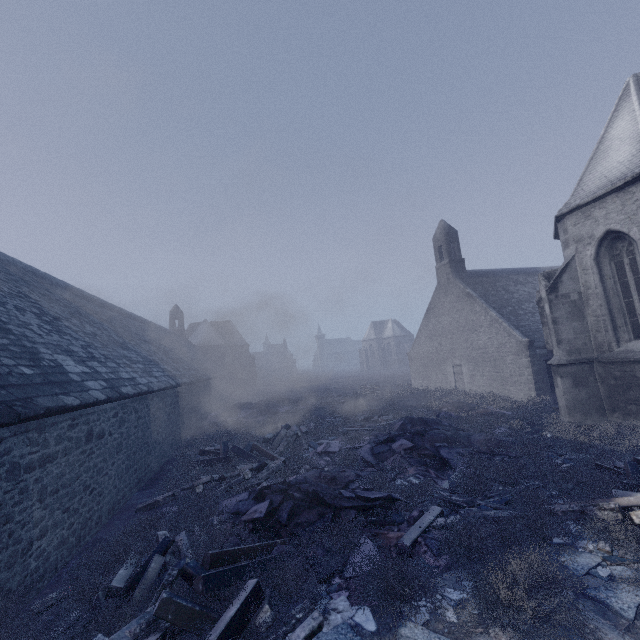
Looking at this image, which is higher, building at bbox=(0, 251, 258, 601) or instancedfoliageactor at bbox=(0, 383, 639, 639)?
A: building at bbox=(0, 251, 258, 601)

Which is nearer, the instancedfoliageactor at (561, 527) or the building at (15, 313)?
the instancedfoliageactor at (561, 527)

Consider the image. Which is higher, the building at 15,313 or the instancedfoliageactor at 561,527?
the building at 15,313

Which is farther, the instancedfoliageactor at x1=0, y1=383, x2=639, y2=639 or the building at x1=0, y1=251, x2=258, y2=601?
the building at x1=0, y1=251, x2=258, y2=601

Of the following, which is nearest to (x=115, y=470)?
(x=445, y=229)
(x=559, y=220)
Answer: (x=559, y=220)
